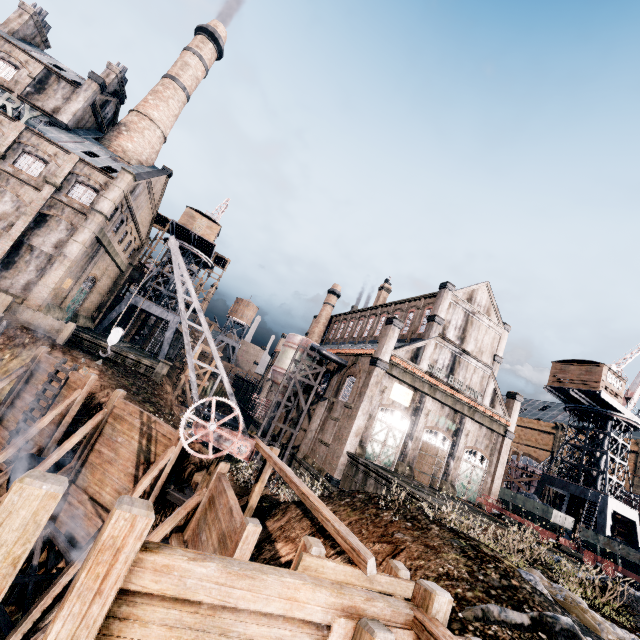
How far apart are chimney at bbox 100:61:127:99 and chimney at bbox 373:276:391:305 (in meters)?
43.47

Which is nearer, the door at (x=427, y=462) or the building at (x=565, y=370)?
the door at (x=427, y=462)

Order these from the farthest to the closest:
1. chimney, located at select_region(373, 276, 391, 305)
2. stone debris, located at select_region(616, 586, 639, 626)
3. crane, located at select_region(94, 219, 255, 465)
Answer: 1. chimney, located at select_region(373, 276, 391, 305)
2. crane, located at select_region(94, 219, 255, 465)
3. stone debris, located at select_region(616, 586, 639, 626)

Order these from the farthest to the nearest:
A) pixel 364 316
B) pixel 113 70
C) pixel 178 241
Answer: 1. pixel 364 316
2. pixel 178 241
3. pixel 113 70

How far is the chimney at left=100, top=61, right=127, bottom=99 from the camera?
38.3 meters

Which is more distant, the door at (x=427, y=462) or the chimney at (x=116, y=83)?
the chimney at (x=116, y=83)

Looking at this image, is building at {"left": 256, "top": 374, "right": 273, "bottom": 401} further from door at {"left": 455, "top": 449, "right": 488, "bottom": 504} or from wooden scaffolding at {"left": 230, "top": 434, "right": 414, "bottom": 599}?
wooden scaffolding at {"left": 230, "top": 434, "right": 414, "bottom": 599}

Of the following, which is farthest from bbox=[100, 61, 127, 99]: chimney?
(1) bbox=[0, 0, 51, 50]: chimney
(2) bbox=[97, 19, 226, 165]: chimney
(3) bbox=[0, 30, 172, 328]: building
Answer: (1) bbox=[0, 0, 51, 50]: chimney
